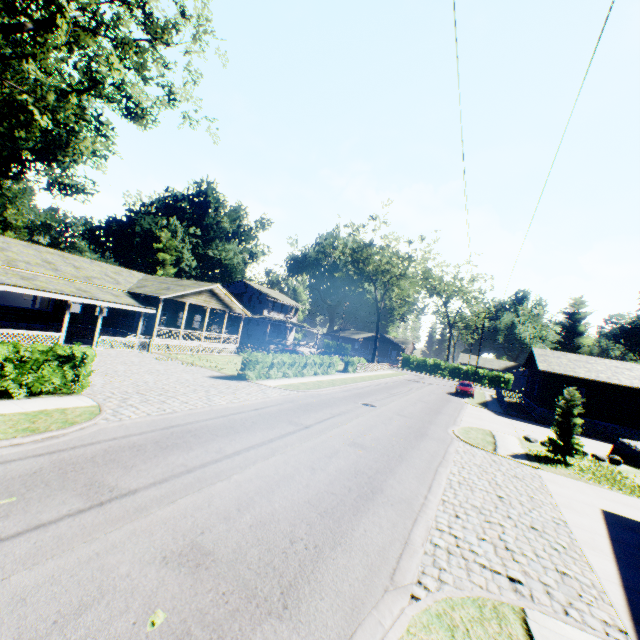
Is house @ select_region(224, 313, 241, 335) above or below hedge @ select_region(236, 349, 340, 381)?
above

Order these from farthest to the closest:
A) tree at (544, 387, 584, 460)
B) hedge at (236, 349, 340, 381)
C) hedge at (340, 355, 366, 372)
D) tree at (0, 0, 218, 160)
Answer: hedge at (340, 355, 366, 372) → hedge at (236, 349, 340, 381) → tree at (544, 387, 584, 460) → tree at (0, 0, 218, 160)

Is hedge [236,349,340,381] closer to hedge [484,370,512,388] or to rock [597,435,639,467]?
rock [597,435,639,467]

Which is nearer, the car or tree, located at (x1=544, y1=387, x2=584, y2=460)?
tree, located at (x1=544, y1=387, x2=584, y2=460)

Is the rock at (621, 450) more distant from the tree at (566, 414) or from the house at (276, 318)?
the house at (276, 318)

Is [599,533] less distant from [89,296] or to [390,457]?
[390,457]

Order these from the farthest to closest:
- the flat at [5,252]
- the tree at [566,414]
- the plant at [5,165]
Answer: the plant at [5,165]
the flat at [5,252]
the tree at [566,414]

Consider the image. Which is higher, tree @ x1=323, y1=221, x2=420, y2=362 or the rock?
tree @ x1=323, y1=221, x2=420, y2=362
